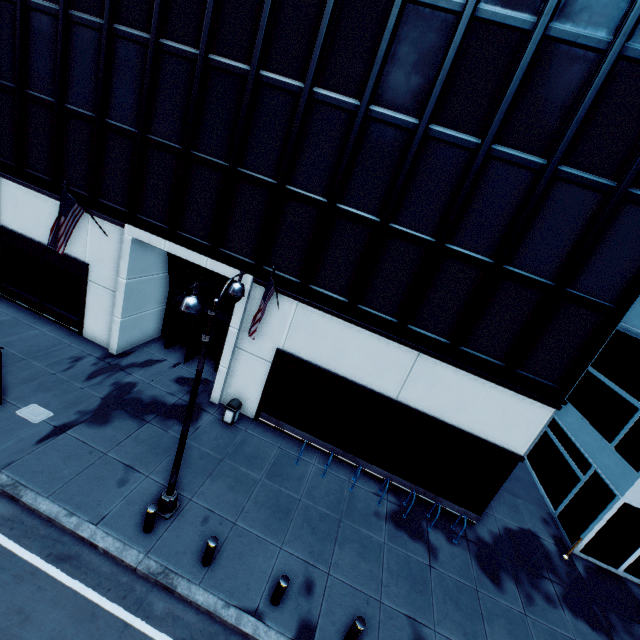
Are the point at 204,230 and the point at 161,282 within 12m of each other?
yes

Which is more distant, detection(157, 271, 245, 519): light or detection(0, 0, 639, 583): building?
detection(0, 0, 639, 583): building

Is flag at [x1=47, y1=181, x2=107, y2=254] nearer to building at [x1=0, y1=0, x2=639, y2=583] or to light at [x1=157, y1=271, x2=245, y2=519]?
building at [x1=0, y1=0, x2=639, y2=583]

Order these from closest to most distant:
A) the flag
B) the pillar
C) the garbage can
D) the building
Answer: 1. the pillar
2. the building
3. the flag
4. the garbage can

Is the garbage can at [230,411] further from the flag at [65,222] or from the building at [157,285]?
the flag at [65,222]

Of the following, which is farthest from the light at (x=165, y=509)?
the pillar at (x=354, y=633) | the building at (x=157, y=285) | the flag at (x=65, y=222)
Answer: the flag at (x=65, y=222)

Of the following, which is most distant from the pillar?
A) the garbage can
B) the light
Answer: the garbage can

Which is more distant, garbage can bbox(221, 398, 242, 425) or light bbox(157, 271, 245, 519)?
garbage can bbox(221, 398, 242, 425)
